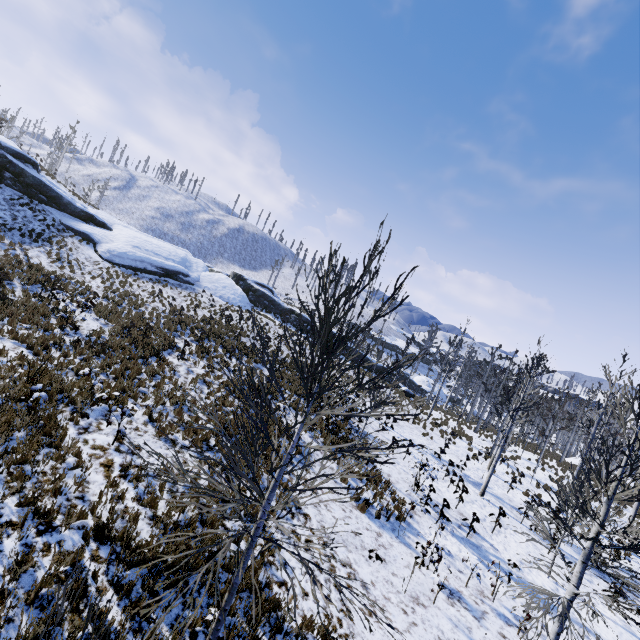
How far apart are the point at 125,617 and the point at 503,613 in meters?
10.0
